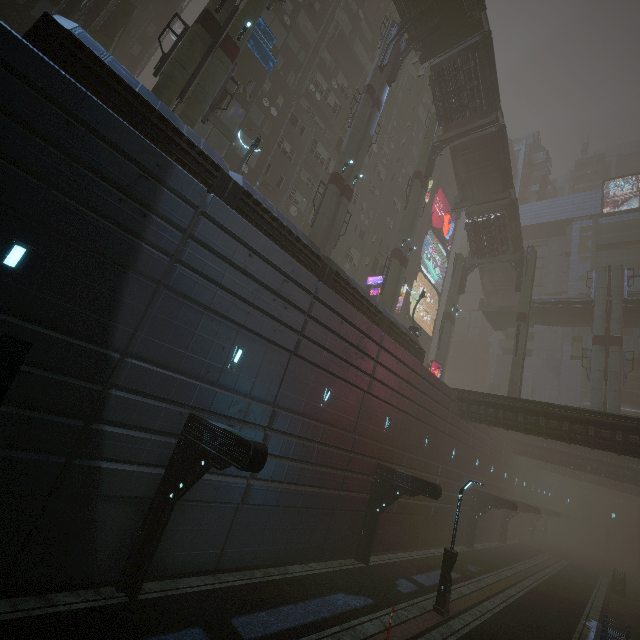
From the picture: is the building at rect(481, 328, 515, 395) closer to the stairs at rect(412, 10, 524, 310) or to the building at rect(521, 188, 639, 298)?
the building at rect(521, 188, 639, 298)

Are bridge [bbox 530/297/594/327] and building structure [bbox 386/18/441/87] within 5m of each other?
no

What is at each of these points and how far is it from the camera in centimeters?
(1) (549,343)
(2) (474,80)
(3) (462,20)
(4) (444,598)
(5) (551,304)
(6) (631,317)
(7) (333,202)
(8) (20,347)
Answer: (1) building, 4909cm
(2) bridge, 2730cm
(3) bridge, 2528cm
(4) street light, 1385cm
(5) bridge, 3747cm
(6) bridge, 3388cm
(7) sm, 2195cm
(8) street light, 440cm

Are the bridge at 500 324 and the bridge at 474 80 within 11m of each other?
no

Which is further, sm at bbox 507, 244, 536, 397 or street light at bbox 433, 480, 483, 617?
sm at bbox 507, 244, 536, 397

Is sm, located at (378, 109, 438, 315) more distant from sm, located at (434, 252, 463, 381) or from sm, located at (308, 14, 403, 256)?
sm, located at (434, 252, 463, 381)

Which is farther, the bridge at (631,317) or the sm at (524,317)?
Answer: the bridge at (631,317)

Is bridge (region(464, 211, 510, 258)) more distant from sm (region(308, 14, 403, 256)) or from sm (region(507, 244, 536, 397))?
sm (region(308, 14, 403, 256))
